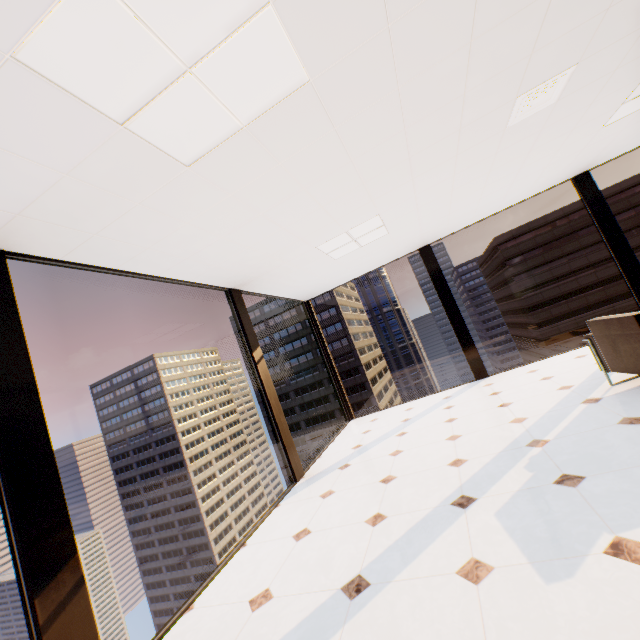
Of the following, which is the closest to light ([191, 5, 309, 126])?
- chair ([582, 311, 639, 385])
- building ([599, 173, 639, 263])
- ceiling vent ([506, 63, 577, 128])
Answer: ceiling vent ([506, 63, 577, 128])

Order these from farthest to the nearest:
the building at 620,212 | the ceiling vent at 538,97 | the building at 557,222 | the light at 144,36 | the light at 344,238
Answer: the building at 557,222 < the building at 620,212 < the light at 344,238 < the ceiling vent at 538,97 < the light at 144,36

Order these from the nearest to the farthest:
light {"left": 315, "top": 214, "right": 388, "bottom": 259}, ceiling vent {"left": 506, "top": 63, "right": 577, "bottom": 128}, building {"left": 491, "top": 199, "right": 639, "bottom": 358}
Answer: ceiling vent {"left": 506, "top": 63, "right": 577, "bottom": 128}, light {"left": 315, "top": 214, "right": 388, "bottom": 259}, building {"left": 491, "top": 199, "right": 639, "bottom": 358}

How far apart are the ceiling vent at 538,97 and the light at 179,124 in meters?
2.2 m

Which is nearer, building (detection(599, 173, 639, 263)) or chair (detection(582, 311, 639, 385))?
chair (detection(582, 311, 639, 385))

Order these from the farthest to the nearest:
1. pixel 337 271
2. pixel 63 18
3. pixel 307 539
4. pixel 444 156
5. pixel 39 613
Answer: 1. pixel 337 271
2. pixel 444 156
3. pixel 307 539
4. pixel 39 613
5. pixel 63 18

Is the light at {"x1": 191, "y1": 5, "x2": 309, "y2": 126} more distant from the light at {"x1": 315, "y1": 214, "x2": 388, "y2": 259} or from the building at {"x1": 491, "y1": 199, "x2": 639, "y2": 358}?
the building at {"x1": 491, "y1": 199, "x2": 639, "y2": 358}
